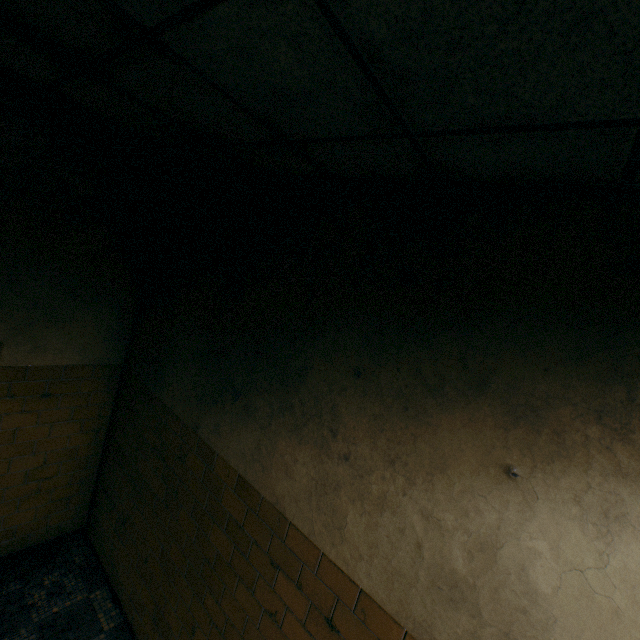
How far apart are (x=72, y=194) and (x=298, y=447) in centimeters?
274cm
